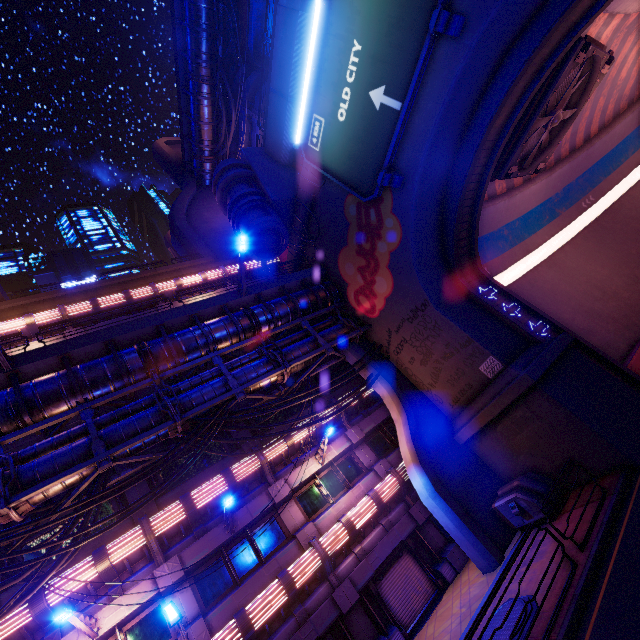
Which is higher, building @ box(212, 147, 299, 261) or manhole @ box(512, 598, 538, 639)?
building @ box(212, 147, 299, 261)

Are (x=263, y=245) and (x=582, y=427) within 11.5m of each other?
no

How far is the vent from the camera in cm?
1319

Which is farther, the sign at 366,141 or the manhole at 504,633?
the sign at 366,141

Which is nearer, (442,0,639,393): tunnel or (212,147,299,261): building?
(442,0,639,393): tunnel

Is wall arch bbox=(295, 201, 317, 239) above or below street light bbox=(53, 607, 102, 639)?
above

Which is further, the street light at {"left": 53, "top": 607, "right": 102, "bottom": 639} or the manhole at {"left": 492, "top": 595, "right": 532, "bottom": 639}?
the street light at {"left": 53, "top": 607, "right": 102, "bottom": 639}

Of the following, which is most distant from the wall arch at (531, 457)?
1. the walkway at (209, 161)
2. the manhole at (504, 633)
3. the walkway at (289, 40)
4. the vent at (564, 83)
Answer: the walkway at (209, 161)
